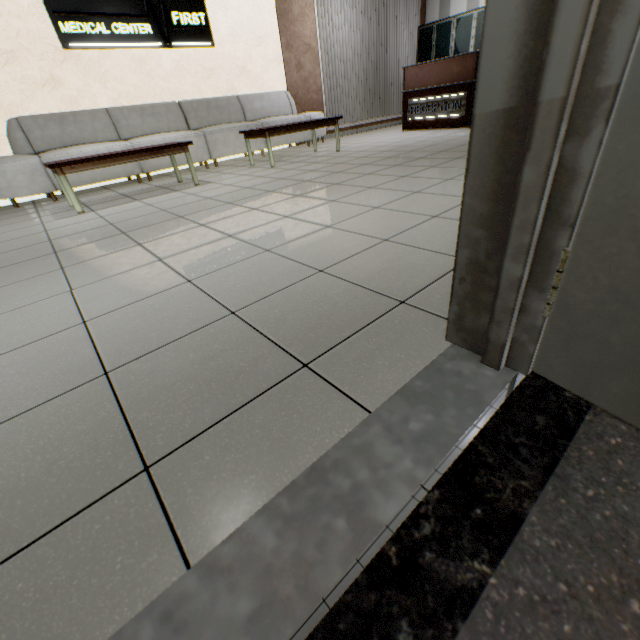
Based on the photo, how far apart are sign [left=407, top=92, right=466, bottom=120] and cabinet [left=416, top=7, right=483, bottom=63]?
2.8 meters

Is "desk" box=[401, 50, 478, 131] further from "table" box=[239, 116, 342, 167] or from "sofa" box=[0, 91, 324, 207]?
"table" box=[239, 116, 342, 167]

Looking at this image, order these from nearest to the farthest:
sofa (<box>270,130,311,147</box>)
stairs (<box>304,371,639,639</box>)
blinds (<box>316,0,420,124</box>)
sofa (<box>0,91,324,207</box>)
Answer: stairs (<box>304,371,639,639</box>), sofa (<box>0,91,324,207</box>), sofa (<box>270,130,311,147</box>), blinds (<box>316,0,420,124</box>)

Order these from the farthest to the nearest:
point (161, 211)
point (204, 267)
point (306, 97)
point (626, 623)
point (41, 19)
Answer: point (306, 97), point (41, 19), point (161, 211), point (204, 267), point (626, 623)

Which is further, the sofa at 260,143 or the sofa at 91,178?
the sofa at 260,143

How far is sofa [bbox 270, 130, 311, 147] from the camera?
6.5 meters

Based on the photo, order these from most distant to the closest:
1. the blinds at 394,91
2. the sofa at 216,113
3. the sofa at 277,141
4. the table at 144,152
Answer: the blinds at 394,91
the sofa at 277,141
the sofa at 216,113
the table at 144,152

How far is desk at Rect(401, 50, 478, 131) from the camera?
5.95m
